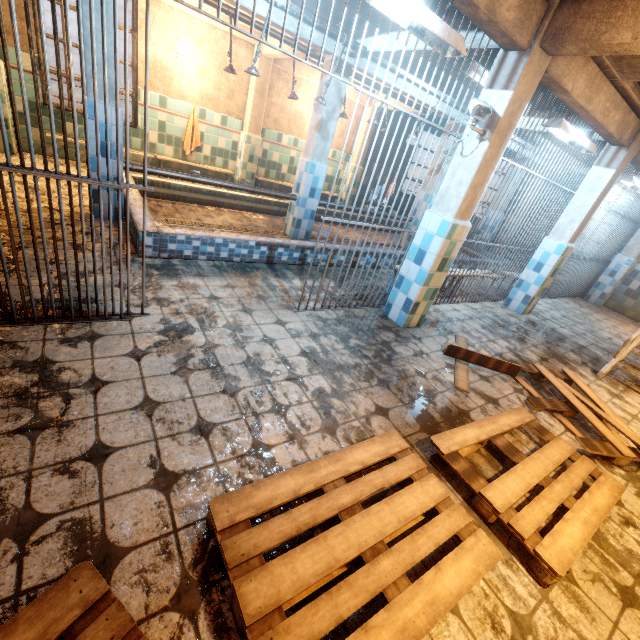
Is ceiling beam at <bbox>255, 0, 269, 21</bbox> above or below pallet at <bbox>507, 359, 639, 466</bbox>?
above

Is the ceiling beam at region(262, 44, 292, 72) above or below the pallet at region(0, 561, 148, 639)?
above

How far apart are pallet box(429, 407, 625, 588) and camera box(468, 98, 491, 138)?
2.4m

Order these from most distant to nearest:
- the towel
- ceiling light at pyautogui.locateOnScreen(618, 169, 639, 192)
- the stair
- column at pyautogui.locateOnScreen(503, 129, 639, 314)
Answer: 1. the towel
2. ceiling light at pyautogui.locateOnScreen(618, 169, 639, 192)
3. column at pyautogui.locateOnScreen(503, 129, 639, 314)
4. the stair

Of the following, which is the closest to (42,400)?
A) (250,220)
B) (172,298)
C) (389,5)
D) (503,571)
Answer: (172,298)

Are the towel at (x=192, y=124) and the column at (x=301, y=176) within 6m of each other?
yes

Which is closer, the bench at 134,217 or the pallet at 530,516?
the pallet at 530,516

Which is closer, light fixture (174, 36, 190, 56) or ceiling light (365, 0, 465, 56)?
ceiling light (365, 0, 465, 56)
